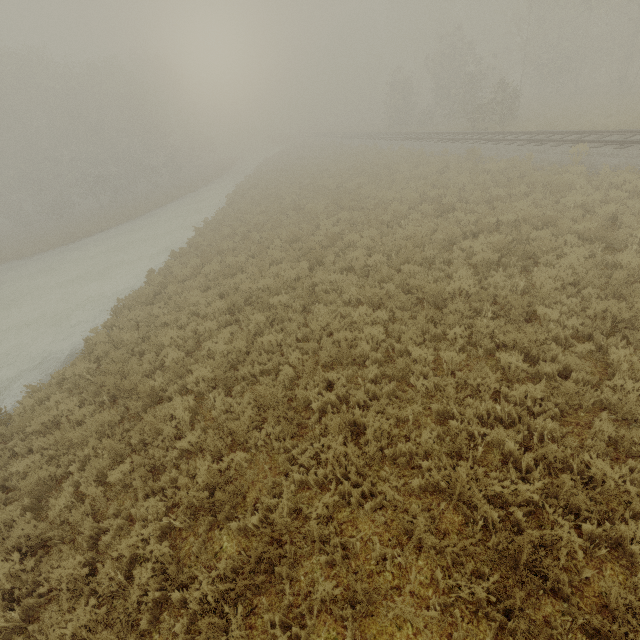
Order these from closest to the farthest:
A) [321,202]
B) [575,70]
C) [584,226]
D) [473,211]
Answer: [584,226] → [473,211] → [321,202] → [575,70]
